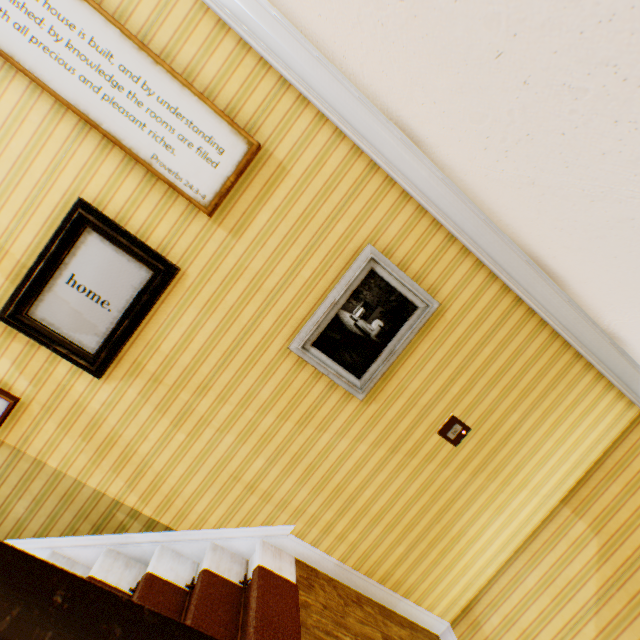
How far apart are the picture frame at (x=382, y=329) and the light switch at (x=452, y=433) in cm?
80

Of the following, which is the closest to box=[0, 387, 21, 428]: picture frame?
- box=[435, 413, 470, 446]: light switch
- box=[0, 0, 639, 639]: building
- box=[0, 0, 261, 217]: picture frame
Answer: box=[0, 0, 639, 639]: building

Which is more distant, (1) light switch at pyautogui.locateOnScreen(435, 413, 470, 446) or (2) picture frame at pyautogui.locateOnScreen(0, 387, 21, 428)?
(1) light switch at pyautogui.locateOnScreen(435, 413, 470, 446)

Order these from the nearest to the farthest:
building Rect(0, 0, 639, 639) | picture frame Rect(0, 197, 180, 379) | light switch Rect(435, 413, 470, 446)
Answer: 1. building Rect(0, 0, 639, 639)
2. picture frame Rect(0, 197, 180, 379)
3. light switch Rect(435, 413, 470, 446)

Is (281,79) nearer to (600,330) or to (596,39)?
(596,39)

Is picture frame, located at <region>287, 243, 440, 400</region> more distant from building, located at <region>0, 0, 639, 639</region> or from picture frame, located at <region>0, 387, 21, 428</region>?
picture frame, located at <region>0, 387, 21, 428</region>

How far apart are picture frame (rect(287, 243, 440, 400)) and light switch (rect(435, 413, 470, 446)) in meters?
0.8

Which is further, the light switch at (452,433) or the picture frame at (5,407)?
the light switch at (452,433)
